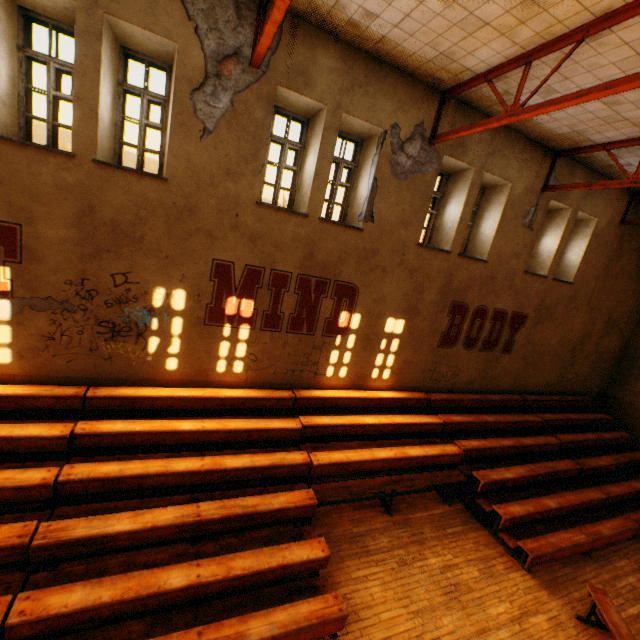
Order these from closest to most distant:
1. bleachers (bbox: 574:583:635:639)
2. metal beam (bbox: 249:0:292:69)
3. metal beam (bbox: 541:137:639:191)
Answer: metal beam (bbox: 249:0:292:69) < bleachers (bbox: 574:583:635:639) < metal beam (bbox: 541:137:639:191)

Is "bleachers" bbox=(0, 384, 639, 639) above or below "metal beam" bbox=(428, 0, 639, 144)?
below

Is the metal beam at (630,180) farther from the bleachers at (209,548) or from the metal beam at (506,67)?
the bleachers at (209,548)

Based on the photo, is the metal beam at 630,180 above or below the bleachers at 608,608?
above

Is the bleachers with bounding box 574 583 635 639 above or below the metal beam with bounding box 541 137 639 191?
below

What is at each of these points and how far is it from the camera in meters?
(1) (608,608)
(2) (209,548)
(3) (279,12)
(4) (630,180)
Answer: (1) bleachers, 5.3 m
(2) bleachers, 5.0 m
(3) metal beam, 4.0 m
(4) metal beam, 7.1 m

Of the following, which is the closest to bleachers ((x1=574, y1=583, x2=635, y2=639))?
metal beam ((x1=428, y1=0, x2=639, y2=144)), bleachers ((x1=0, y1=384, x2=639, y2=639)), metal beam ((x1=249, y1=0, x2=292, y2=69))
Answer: bleachers ((x1=0, y1=384, x2=639, y2=639))

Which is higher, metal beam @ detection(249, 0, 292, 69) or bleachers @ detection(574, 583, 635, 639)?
metal beam @ detection(249, 0, 292, 69)
